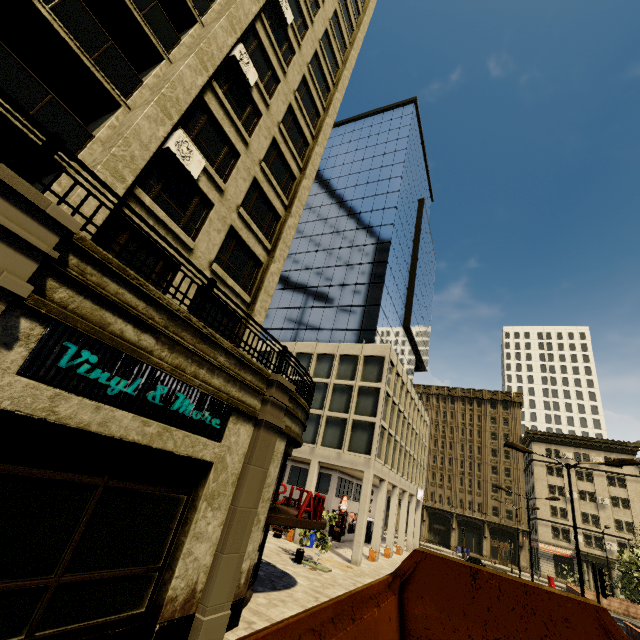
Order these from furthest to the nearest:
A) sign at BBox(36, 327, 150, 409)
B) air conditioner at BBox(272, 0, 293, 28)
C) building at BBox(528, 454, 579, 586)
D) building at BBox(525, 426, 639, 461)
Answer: building at BBox(525, 426, 639, 461) → building at BBox(528, 454, 579, 586) → air conditioner at BBox(272, 0, 293, 28) → sign at BBox(36, 327, 150, 409)

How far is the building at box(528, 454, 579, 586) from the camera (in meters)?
48.66

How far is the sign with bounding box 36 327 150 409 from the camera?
5.44m

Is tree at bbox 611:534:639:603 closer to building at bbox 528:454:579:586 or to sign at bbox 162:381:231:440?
building at bbox 528:454:579:586

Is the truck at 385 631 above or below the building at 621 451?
below

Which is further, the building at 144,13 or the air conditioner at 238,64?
the air conditioner at 238,64

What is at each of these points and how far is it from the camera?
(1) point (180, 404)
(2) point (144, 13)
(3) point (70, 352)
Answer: (1) sign, 7.52m
(2) building, 10.74m
(3) sign, 5.54m

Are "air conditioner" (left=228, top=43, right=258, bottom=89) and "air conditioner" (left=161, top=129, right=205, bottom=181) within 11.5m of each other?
yes
